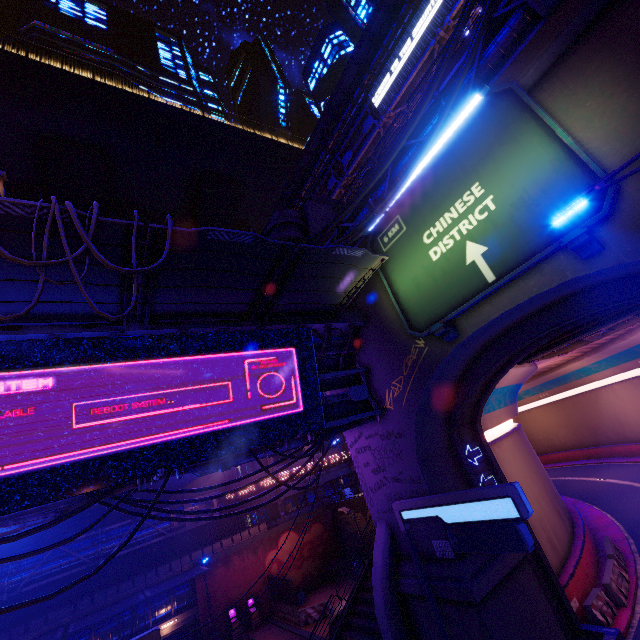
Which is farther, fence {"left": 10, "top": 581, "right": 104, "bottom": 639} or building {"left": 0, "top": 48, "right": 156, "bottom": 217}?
building {"left": 0, "top": 48, "right": 156, "bottom": 217}

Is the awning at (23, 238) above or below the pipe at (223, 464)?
above

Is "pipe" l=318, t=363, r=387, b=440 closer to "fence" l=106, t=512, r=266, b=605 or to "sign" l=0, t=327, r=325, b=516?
"sign" l=0, t=327, r=325, b=516

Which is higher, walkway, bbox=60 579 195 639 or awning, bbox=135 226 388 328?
awning, bbox=135 226 388 328

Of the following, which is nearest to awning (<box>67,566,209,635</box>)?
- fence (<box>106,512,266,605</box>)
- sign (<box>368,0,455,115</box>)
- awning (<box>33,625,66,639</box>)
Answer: awning (<box>33,625,66,639</box>)

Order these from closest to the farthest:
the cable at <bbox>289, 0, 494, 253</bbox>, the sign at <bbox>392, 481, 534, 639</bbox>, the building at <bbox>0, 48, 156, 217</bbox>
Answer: the sign at <bbox>392, 481, 534, 639</bbox> < the cable at <bbox>289, 0, 494, 253</bbox> < the building at <bbox>0, 48, 156, 217</bbox>

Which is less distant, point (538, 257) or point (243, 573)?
point (538, 257)

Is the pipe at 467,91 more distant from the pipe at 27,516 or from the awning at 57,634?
the awning at 57,634
